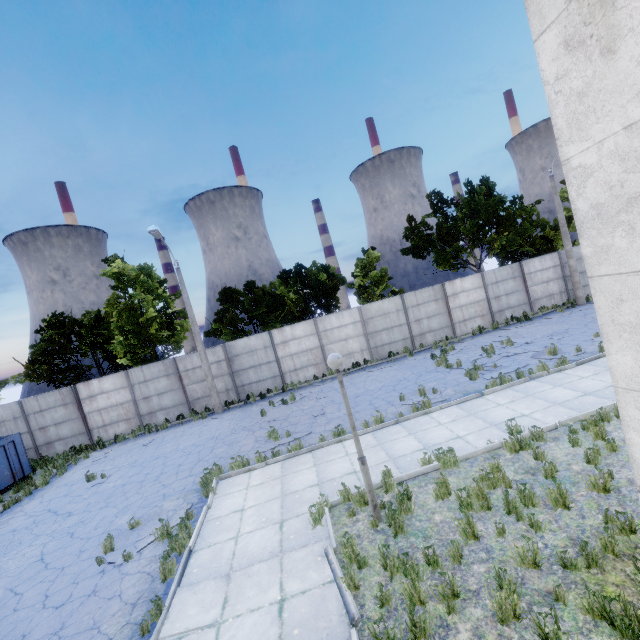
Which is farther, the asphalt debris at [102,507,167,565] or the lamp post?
the asphalt debris at [102,507,167,565]

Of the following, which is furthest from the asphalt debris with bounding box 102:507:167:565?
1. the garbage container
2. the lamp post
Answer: the garbage container

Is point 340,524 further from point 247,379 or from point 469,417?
point 247,379

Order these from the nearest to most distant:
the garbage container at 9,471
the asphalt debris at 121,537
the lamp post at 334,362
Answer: the lamp post at 334,362 < the asphalt debris at 121,537 < the garbage container at 9,471

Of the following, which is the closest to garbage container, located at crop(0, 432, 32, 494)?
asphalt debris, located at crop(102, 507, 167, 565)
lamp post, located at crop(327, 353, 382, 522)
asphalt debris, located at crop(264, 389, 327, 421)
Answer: asphalt debris, located at crop(102, 507, 167, 565)

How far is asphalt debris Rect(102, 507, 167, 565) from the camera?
7.4 meters

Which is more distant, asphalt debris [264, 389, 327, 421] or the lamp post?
asphalt debris [264, 389, 327, 421]

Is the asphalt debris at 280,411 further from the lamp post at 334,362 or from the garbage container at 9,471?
the garbage container at 9,471
